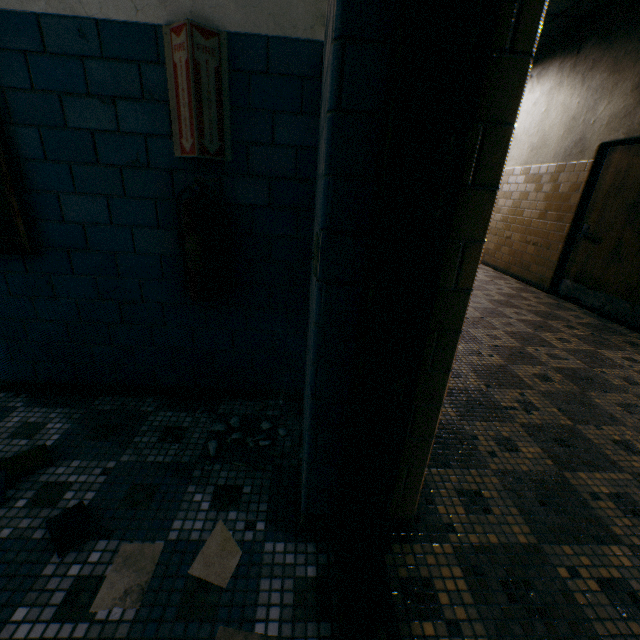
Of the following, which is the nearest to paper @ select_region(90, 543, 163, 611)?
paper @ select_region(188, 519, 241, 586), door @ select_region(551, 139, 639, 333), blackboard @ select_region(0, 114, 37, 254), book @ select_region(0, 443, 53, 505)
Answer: paper @ select_region(188, 519, 241, 586)

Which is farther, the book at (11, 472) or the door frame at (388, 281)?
the book at (11, 472)

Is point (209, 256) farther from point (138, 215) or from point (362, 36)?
point (362, 36)

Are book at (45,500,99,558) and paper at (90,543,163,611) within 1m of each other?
yes

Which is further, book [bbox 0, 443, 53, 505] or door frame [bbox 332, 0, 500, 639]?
book [bbox 0, 443, 53, 505]

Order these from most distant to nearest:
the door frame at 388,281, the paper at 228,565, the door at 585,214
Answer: the door at 585,214, the paper at 228,565, the door frame at 388,281

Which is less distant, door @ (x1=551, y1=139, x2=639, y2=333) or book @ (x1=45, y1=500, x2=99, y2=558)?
book @ (x1=45, y1=500, x2=99, y2=558)

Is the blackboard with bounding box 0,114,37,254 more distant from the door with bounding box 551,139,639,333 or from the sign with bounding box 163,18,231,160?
the door with bounding box 551,139,639,333
